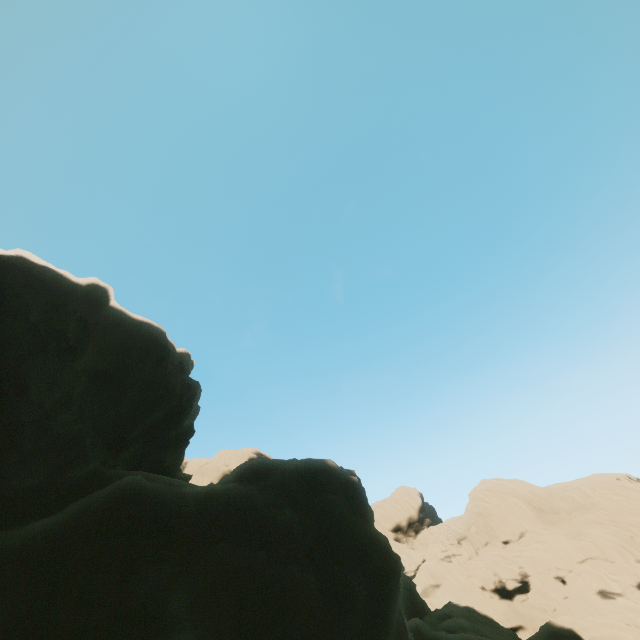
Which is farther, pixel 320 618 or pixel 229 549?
pixel 229 549
